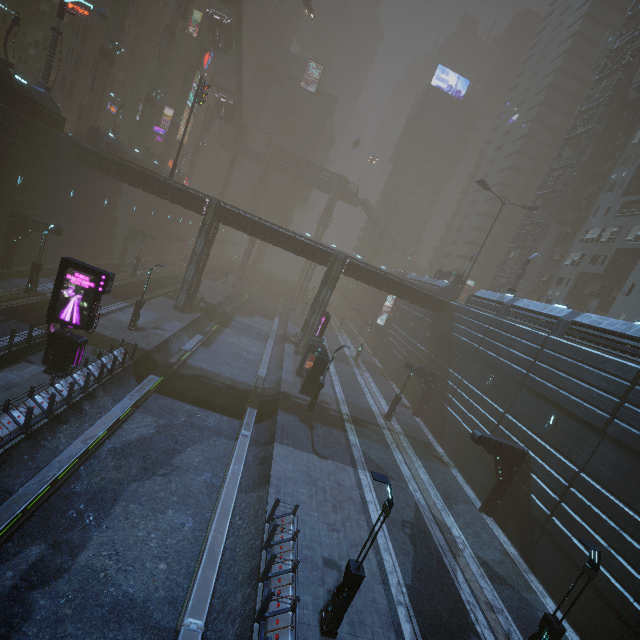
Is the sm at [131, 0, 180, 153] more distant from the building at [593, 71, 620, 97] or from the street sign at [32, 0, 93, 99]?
the street sign at [32, 0, 93, 99]

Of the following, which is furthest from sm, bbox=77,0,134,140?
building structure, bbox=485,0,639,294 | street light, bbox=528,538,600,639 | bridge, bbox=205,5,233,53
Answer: building structure, bbox=485,0,639,294

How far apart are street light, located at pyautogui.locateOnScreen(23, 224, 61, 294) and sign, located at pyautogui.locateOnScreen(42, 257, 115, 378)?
10.2m

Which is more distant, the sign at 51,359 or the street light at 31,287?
the street light at 31,287

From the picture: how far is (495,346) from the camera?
25.6m

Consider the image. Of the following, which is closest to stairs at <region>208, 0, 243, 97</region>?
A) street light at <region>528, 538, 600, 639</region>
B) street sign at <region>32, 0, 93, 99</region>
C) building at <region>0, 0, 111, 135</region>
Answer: building at <region>0, 0, 111, 135</region>

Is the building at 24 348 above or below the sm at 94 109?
below

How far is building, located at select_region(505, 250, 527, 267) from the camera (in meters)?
46.08
